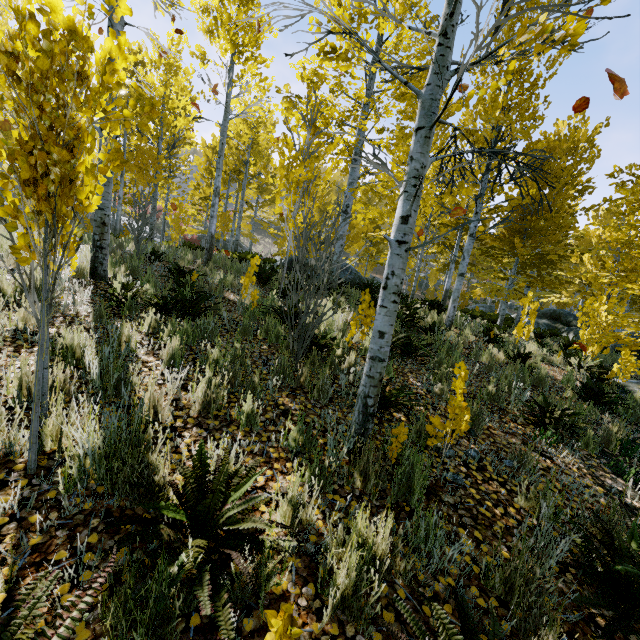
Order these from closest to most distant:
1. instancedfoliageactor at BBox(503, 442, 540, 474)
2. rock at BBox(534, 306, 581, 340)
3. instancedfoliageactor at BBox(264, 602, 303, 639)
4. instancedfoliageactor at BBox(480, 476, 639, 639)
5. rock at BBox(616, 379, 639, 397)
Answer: instancedfoliageactor at BBox(264, 602, 303, 639)
instancedfoliageactor at BBox(480, 476, 639, 639)
instancedfoliageactor at BBox(503, 442, 540, 474)
rock at BBox(616, 379, 639, 397)
rock at BBox(534, 306, 581, 340)

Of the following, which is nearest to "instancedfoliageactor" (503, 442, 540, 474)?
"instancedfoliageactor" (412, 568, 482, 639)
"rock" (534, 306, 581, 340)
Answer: "rock" (534, 306, 581, 340)

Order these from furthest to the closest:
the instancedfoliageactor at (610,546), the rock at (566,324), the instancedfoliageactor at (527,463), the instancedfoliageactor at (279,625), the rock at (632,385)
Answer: the rock at (566,324) → the rock at (632,385) → the instancedfoliageactor at (527,463) → the instancedfoliageactor at (610,546) → the instancedfoliageactor at (279,625)

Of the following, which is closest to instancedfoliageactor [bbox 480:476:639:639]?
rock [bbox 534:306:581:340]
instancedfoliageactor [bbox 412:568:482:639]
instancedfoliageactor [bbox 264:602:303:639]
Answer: instancedfoliageactor [bbox 412:568:482:639]

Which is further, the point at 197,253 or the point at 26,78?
the point at 197,253

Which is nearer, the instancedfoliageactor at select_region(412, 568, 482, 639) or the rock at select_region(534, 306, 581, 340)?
the instancedfoliageactor at select_region(412, 568, 482, 639)

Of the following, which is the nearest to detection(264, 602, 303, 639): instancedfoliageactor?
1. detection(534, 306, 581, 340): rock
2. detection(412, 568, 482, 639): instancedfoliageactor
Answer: detection(412, 568, 482, 639): instancedfoliageactor

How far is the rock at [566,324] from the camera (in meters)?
16.00
